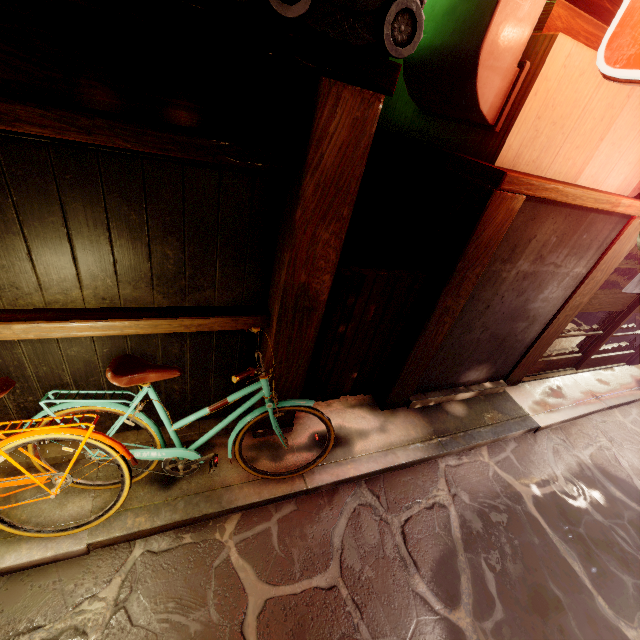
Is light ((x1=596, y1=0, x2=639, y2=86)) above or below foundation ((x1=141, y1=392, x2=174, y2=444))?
above

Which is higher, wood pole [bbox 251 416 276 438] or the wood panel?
the wood panel

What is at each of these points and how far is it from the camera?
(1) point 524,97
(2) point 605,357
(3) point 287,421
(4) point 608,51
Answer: (1) house, 4.64m
(2) door, 11.20m
(3) wood pole, 6.47m
(4) light, 3.86m

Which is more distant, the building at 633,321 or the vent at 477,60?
the building at 633,321

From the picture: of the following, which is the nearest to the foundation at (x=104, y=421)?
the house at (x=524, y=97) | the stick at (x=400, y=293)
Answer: the stick at (x=400, y=293)

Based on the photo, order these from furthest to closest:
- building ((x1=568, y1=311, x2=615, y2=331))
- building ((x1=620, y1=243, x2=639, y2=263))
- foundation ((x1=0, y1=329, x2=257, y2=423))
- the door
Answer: building ((x1=568, y1=311, x2=615, y2=331)) < building ((x1=620, y1=243, x2=639, y2=263)) < the door < foundation ((x1=0, y1=329, x2=257, y2=423))

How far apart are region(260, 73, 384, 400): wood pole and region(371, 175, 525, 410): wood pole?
2.23m

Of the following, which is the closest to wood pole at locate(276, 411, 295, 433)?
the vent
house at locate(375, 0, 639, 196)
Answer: the vent
